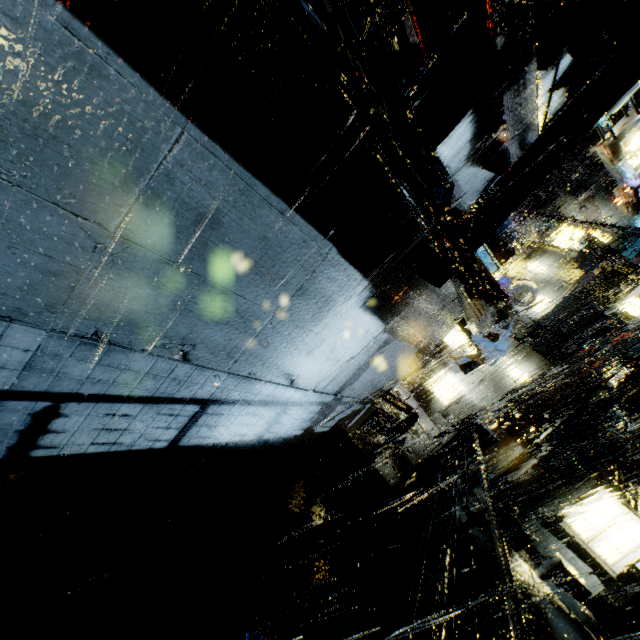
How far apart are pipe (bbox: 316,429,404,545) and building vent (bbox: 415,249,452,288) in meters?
5.2 m

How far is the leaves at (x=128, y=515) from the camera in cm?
406

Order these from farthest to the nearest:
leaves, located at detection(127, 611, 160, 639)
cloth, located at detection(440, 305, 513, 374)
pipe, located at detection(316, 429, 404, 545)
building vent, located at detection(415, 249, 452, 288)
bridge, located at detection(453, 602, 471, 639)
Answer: pipe, located at detection(316, 429, 404, 545)
cloth, located at detection(440, 305, 513, 374)
building vent, located at detection(415, 249, 452, 288)
bridge, located at detection(453, 602, 471, 639)
leaves, located at detection(127, 611, 160, 639)

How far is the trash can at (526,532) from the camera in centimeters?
1141cm

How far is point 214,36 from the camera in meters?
2.4 m

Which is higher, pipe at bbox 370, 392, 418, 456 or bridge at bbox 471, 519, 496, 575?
bridge at bbox 471, 519, 496, 575

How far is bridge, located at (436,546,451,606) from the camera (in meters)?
4.05

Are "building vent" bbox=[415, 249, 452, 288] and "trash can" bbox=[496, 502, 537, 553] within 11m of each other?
no
